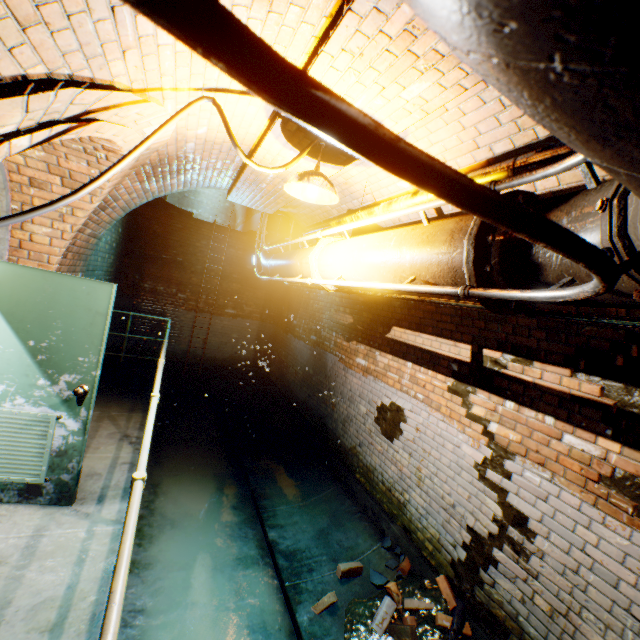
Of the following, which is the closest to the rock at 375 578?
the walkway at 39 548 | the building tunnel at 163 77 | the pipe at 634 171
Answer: the building tunnel at 163 77

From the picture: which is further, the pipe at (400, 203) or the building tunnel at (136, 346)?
the building tunnel at (136, 346)

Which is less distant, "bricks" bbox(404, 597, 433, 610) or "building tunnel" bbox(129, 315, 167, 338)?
"bricks" bbox(404, 597, 433, 610)

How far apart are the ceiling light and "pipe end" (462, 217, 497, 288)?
1.33m

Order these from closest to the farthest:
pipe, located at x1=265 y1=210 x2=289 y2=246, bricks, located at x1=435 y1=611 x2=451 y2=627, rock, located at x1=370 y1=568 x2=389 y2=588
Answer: bricks, located at x1=435 y1=611 x2=451 y2=627 < rock, located at x1=370 y1=568 x2=389 y2=588 < pipe, located at x1=265 y1=210 x2=289 y2=246

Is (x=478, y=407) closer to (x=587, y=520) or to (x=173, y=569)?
(x=587, y=520)

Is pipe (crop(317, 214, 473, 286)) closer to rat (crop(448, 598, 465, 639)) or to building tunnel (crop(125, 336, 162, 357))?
building tunnel (crop(125, 336, 162, 357))

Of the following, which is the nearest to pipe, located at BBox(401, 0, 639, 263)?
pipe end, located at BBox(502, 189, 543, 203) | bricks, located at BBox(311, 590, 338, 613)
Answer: pipe end, located at BBox(502, 189, 543, 203)
